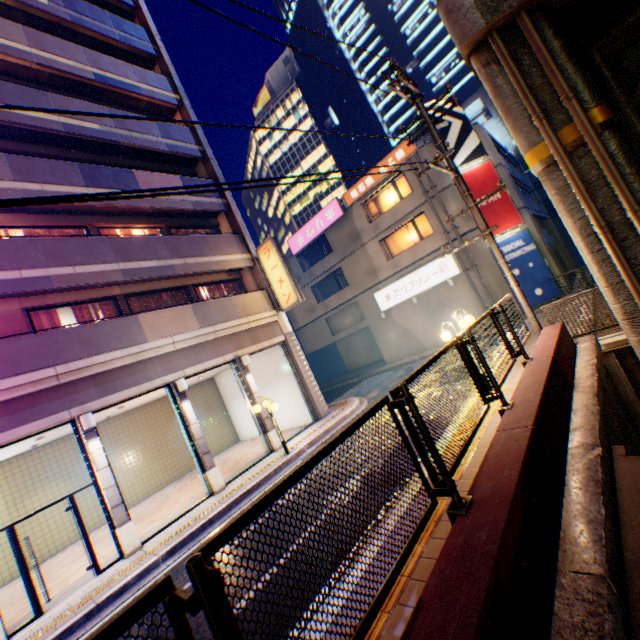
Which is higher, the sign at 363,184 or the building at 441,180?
the sign at 363,184

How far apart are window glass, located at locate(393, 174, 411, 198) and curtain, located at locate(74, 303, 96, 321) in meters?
17.9

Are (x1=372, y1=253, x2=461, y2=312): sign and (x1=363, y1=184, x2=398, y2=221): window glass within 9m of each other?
yes

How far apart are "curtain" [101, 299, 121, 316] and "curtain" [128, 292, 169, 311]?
0.34m

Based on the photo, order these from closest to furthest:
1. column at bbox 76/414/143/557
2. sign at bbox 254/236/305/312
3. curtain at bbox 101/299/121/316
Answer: column at bbox 76/414/143/557 < curtain at bbox 101/299/121/316 < sign at bbox 254/236/305/312

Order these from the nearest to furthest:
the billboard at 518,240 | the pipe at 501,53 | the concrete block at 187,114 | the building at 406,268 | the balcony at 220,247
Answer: the pipe at 501,53 < the balcony at 220,247 < the concrete block at 187,114 < the billboard at 518,240 < the building at 406,268

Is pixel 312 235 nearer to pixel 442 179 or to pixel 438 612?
pixel 442 179

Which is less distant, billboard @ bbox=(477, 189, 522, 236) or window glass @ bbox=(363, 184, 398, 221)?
billboard @ bbox=(477, 189, 522, 236)
